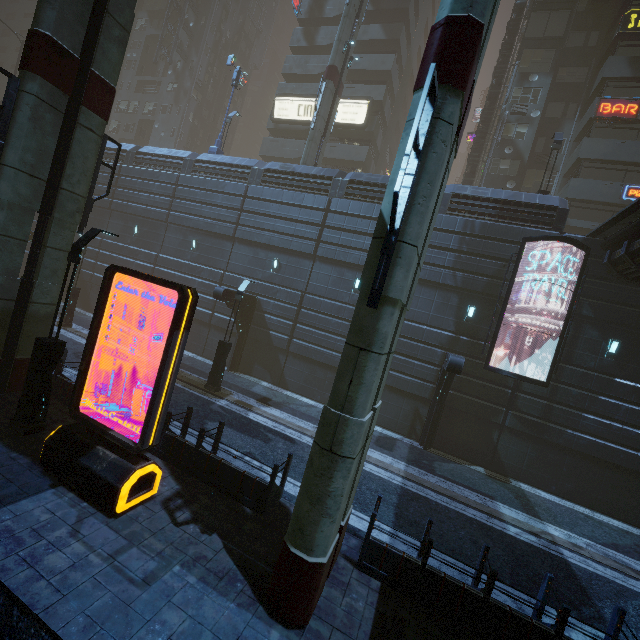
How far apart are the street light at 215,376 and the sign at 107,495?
7.46m

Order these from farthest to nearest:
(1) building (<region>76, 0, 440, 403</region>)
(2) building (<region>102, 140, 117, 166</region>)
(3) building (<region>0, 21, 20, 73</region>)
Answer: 1. (3) building (<region>0, 21, 20, 73</region>)
2. (2) building (<region>102, 140, 117, 166</region>)
3. (1) building (<region>76, 0, 440, 403</region>)

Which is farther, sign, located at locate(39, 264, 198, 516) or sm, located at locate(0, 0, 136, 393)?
sm, located at locate(0, 0, 136, 393)

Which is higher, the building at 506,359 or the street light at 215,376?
the building at 506,359

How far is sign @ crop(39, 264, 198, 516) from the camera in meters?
6.6 m

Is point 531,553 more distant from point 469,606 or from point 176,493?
point 176,493

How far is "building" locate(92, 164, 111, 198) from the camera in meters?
25.5

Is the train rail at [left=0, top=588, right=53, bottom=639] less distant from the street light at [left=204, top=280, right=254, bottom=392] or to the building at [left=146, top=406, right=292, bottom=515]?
the building at [left=146, top=406, right=292, bottom=515]
